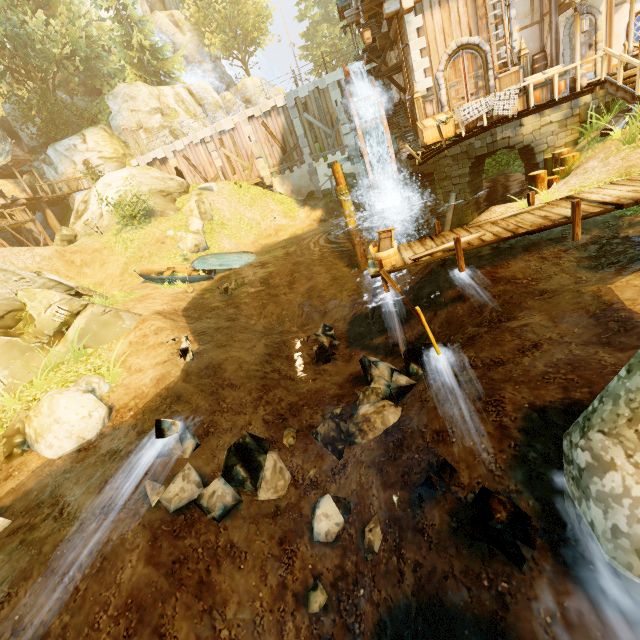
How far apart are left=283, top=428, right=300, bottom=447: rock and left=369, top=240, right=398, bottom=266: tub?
4.37m

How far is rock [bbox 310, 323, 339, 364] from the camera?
9.75m

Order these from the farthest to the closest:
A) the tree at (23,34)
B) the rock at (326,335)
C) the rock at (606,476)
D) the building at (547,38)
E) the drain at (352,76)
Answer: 1. the tree at (23,34)
2. the drain at (352,76)
3. the building at (547,38)
4. the rock at (326,335)
5. the rock at (606,476)

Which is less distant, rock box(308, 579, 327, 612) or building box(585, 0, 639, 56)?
rock box(308, 579, 327, 612)

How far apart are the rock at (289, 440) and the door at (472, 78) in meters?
15.6

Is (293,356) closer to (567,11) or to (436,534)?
(436,534)

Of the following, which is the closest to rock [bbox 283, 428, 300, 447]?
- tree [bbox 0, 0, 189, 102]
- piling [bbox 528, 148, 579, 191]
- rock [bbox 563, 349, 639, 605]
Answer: rock [bbox 563, 349, 639, 605]

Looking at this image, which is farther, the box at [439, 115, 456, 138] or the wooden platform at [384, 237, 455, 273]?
the box at [439, 115, 456, 138]
